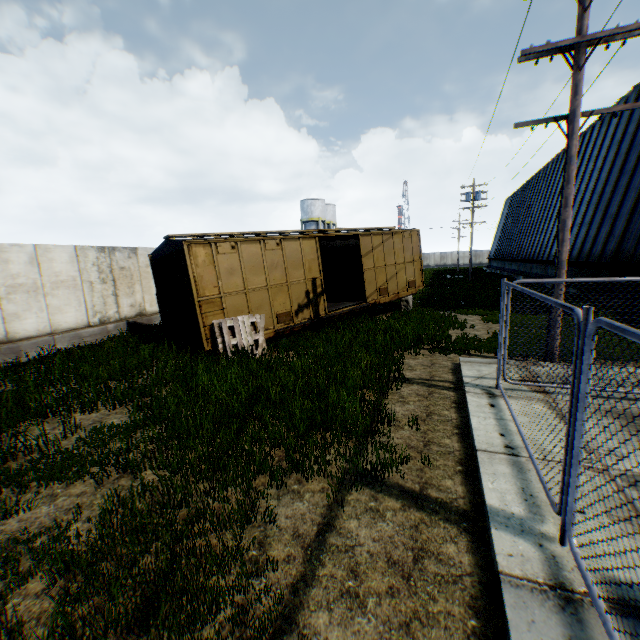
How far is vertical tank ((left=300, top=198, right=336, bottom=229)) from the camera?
50.8 meters

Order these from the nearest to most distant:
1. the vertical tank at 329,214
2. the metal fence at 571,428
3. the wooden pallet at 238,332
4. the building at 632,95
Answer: the metal fence at 571,428 → the wooden pallet at 238,332 → the building at 632,95 → the vertical tank at 329,214

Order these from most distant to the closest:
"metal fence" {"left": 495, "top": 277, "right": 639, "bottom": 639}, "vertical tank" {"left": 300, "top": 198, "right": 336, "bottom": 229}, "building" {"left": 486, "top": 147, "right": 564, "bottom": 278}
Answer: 1. "vertical tank" {"left": 300, "top": 198, "right": 336, "bottom": 229}
2. "building" {"left": 486, "top": 147, "right": 564, "bottom": 278}
3. "metal fence" {"left": 495, "top": 277, "right": 639, "bottom": 639}

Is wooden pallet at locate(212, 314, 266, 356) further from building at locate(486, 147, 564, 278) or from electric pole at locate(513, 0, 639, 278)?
building at locate(486, 147, 564, 278)

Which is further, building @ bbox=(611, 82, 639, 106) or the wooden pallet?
building @ bbox=(611, 82, 639, 106)

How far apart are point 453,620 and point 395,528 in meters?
0.9 m

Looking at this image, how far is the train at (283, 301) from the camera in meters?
9.5 m

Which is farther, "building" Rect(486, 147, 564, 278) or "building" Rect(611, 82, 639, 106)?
"building" Rect(486, 147, 564, 278)
